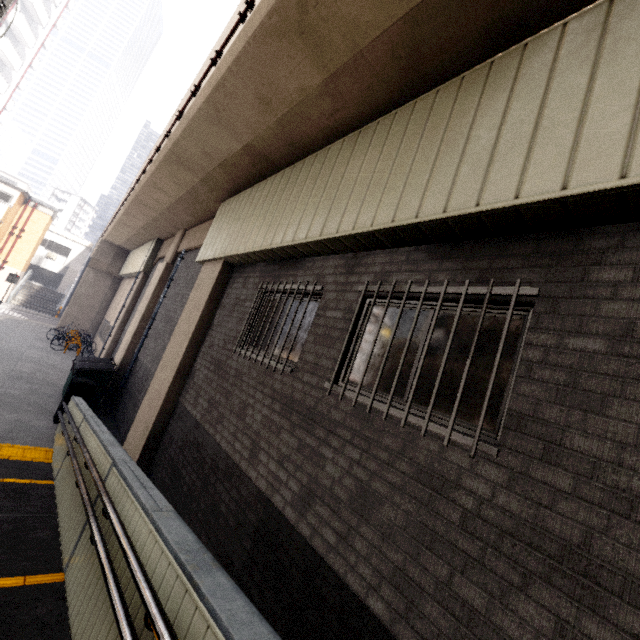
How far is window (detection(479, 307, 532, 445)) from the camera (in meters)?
2.36

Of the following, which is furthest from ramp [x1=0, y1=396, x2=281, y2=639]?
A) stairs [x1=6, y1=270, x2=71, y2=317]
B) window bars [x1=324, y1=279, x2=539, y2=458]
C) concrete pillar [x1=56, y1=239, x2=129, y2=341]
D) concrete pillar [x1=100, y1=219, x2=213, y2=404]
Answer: stairs [x1=6, y1=270, x2=71, y2=317]

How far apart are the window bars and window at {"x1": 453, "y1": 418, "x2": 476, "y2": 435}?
0.2 meters

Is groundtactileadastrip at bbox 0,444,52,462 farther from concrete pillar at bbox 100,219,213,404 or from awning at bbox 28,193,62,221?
awning at bbox 28,193,62,221

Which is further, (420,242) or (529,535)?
(420,242)

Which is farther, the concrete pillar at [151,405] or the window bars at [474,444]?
the concrete pillar at [151,405]

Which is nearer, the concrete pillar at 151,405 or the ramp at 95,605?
the ramp at 95,605

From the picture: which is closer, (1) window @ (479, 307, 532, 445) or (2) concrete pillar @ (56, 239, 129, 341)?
(1) window @ (479, 307, 532, 445)
